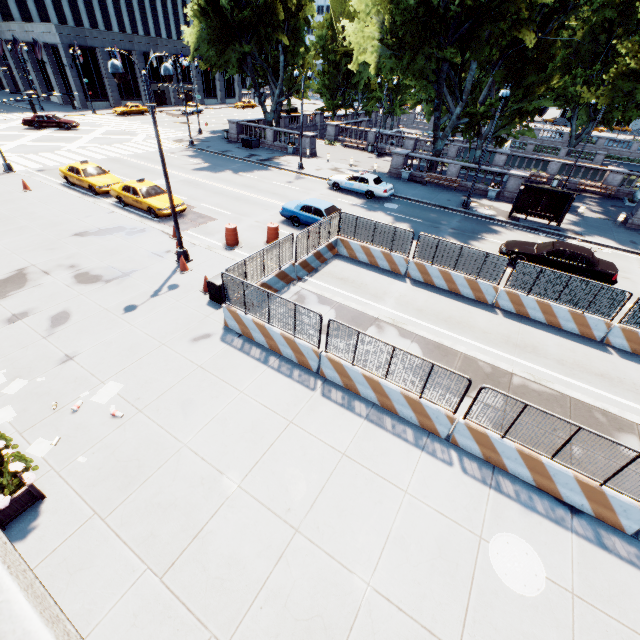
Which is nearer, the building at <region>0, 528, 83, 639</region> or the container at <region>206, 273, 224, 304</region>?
the building at <region>0, 528, 83, 639</region>

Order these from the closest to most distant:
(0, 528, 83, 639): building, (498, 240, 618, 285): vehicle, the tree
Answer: (0, 528, 83, 639): building < (498, 240, 618, 285): vehicle < the tree

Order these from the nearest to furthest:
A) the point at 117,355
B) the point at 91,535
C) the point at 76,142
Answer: the point at 91,535 → the point at 117,355 → the point at 76,142

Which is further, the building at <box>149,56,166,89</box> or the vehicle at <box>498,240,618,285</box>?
the building at <box>149,56,166,89</box>

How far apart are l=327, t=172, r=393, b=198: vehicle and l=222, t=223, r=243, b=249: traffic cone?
11.8m

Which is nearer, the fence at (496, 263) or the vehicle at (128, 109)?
the fence at (496, 263)

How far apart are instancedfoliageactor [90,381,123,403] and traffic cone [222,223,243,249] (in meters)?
9.18

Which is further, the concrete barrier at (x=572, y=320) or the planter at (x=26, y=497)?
the concrete barrier at (x=572, y=320)
